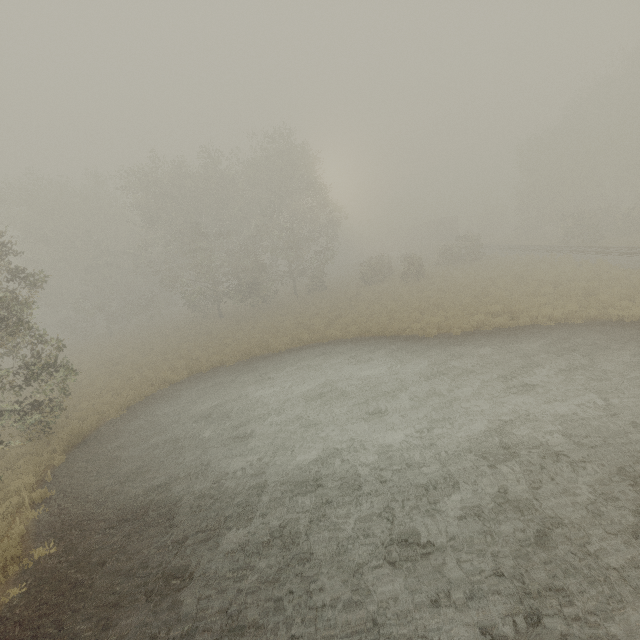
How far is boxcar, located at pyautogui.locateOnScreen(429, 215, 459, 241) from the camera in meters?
55.3 m

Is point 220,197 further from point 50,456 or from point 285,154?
point 50,456

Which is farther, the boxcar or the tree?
the boxcar

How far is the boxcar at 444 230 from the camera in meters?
55.3 m

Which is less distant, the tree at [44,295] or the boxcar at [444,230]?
the tree at [44,295]
